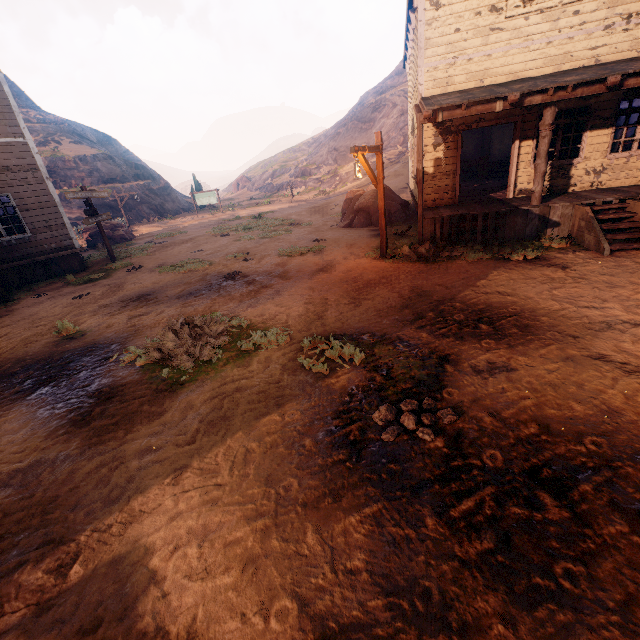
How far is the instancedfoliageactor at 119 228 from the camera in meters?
20.2 m

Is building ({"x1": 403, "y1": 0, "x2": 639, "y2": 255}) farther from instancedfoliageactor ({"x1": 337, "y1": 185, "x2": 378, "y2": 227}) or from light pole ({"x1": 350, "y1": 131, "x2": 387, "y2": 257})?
light pole ({"x1": 350, "y1": 131, "x2": 387, "y2": 257})

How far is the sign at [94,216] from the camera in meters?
12.9

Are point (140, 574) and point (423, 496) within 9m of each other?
yes

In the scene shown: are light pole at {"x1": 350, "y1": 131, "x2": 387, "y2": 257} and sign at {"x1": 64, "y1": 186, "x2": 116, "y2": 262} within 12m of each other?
yes

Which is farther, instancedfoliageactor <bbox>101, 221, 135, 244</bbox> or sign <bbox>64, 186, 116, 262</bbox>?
instancedfoliageactor <bbox>101, 221, 135, 244</bbox>

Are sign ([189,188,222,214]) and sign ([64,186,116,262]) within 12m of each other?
no

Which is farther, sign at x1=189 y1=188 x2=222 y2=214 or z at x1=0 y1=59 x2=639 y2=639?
sign at x1=189 y1=188 x2=222 y2=214
